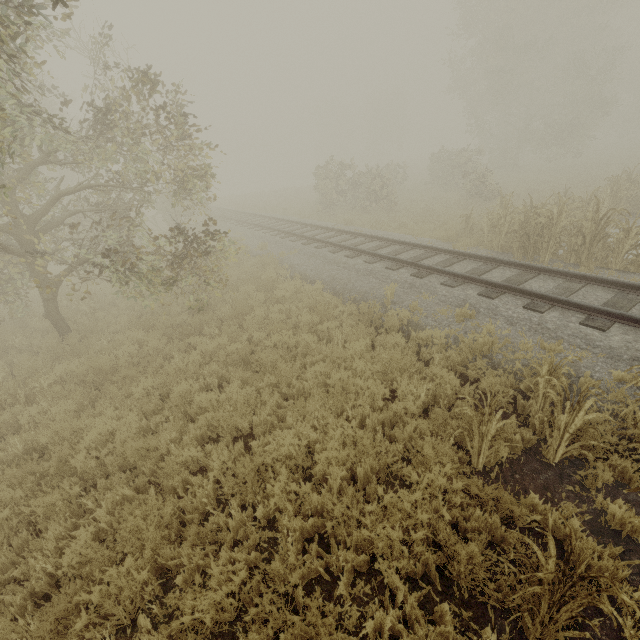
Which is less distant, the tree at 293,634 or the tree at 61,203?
the tree at 293,634

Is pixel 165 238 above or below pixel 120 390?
above

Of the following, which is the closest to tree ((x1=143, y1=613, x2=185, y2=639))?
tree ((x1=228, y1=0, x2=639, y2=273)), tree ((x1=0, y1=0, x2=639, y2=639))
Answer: tree ((x1=0, y1=0, x2=639, y2=639))

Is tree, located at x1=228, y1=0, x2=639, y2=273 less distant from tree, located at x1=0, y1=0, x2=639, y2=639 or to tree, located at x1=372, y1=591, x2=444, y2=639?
tree, located at x1=372, y1=591, x2=444, y2=639

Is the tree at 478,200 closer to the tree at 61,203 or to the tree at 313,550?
the tree at 313,550

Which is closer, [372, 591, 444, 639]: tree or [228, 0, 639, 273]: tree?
[372, 591, 444, 639]: tree
